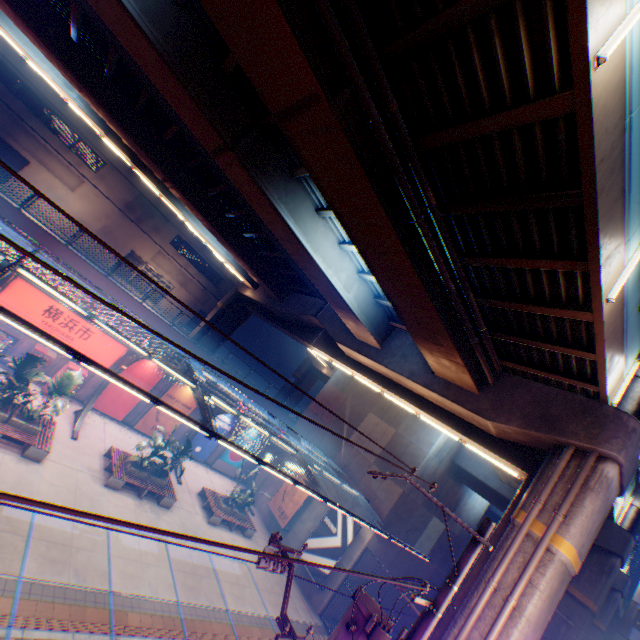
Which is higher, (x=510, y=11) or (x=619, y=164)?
(x=619, y=164)

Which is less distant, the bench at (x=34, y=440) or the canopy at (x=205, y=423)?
the canopy at (x=205, y=423)

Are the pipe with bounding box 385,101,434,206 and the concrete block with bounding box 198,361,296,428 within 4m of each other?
no

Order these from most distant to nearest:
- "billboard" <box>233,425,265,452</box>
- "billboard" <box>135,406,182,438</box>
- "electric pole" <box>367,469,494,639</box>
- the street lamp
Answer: "billboard" <box>233,425,265,452</box>
"billboard" <box>135,406,182,438</box>
"electric pole" <box>367,469,494,639</box>
the street lamp

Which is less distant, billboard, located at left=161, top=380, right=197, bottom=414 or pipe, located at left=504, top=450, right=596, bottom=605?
pipe, located at left=504, top=450, right=596, bottom=605

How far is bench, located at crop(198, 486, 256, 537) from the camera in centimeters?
1983cm

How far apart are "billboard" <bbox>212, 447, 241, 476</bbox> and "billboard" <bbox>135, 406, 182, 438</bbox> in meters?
4.7 m

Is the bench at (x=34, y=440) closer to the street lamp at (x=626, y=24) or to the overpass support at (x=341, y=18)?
the overpass support at (x=341, y=18)
